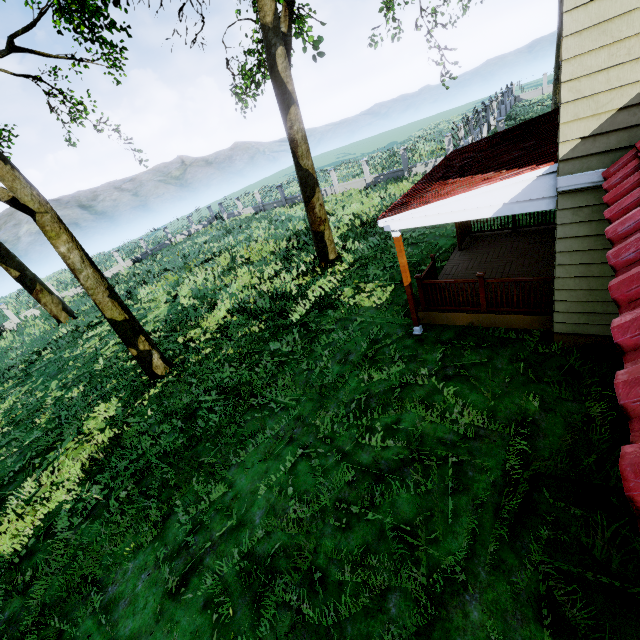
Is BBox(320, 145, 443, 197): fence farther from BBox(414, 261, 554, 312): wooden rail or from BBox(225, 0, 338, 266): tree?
BBox(414, 261, 554, 312): wooden rail

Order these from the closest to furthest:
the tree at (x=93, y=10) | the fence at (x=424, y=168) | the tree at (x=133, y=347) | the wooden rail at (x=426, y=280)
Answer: the wooden rail at (x=426, y=280)
the tree at (x=133, y=347)
the tree at (x=93, y=10)
the fence at (x=424, y=168)

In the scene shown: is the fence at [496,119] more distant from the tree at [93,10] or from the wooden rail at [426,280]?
the wooden rail at [426,280]

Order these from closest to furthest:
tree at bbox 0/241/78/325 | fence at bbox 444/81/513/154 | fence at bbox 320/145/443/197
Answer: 1. tree at bbox 0/241/78/325
2. fence at bbox 444/81/513/154
3. fence at bbox 320/145/443/197

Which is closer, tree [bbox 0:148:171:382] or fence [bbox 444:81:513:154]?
tree [bbox 0:148:171:382]

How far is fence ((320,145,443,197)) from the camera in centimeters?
2339cm

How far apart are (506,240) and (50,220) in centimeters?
1368cm
